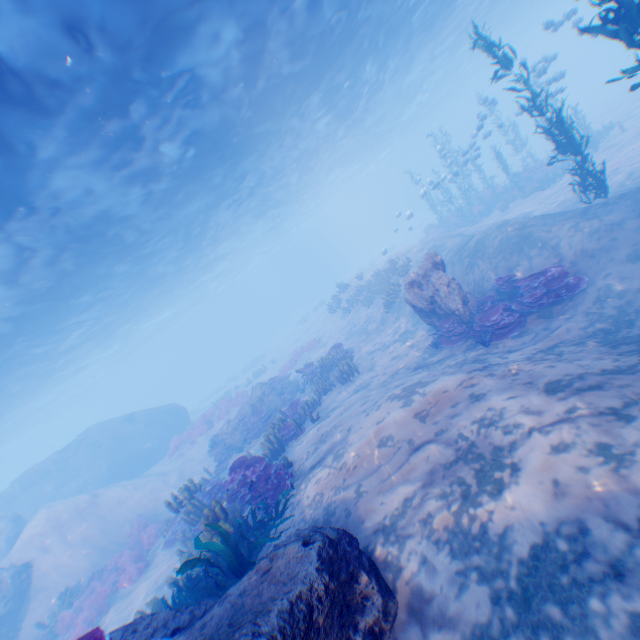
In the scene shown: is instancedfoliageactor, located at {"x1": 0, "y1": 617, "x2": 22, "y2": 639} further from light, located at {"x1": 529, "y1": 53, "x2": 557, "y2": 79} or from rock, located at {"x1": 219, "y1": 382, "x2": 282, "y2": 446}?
rock, located at {"x1": 219, "y1": 382, "x2": 282, "y2": 446}

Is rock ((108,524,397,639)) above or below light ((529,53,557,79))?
below

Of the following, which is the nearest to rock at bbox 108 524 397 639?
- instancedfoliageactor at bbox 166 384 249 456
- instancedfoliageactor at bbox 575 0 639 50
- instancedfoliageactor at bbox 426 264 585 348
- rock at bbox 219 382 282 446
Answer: instancedfoliageactor at bbox 575 0 639 50

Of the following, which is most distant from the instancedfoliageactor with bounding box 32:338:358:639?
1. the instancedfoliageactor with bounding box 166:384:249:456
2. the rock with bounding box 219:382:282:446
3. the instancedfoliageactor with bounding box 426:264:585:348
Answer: the instancedfoliageactor with bounding box 166:384:249:456

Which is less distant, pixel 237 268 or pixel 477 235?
pixel 477 235

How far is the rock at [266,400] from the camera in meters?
17.7 m

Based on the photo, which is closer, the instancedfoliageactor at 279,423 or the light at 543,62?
the instancedfoliageactor at 279,423

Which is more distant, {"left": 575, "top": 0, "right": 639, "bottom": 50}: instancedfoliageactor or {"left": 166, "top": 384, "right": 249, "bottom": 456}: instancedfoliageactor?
{"left": 166, "top": 384, "right": 249, "bottom": 456}: instancedfoliageactor
